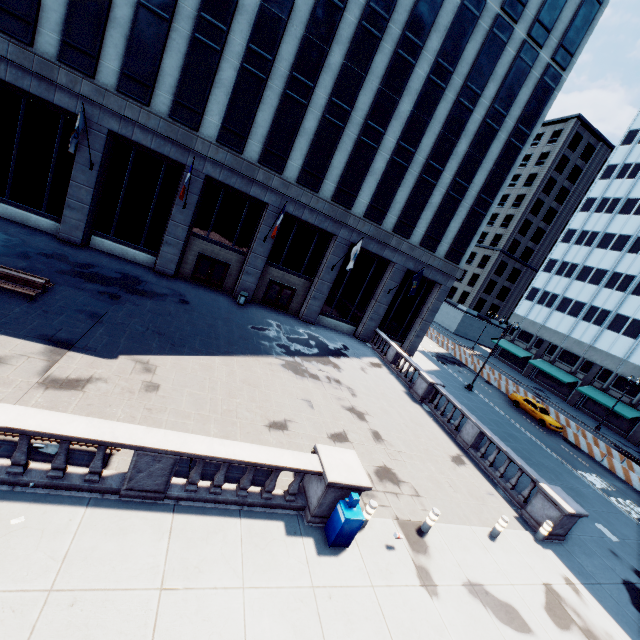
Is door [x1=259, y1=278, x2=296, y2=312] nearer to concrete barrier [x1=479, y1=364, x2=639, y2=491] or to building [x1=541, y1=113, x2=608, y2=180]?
concrete barrier [x1=479, y1=364, x2=639, y2=491]

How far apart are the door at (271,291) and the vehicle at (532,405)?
24.5 meters

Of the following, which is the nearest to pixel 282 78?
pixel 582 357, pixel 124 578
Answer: pixel 124 578

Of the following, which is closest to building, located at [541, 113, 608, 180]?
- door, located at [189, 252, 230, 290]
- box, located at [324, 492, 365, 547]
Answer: door, located at [189, 252, 230, 290]

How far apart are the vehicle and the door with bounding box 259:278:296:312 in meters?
24.5

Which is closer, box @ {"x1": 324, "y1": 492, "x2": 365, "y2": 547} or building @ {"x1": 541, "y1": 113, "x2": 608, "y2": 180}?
box @ {"x1": 324, "y1": 492, "x2": 365, "y2": 547}

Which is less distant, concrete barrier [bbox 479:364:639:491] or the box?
the box

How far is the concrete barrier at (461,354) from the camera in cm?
4172
